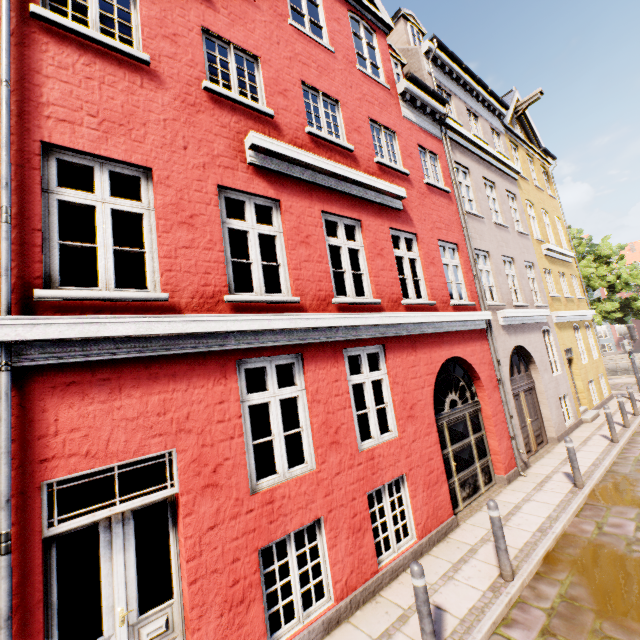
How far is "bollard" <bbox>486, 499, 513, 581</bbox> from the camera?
4.8m

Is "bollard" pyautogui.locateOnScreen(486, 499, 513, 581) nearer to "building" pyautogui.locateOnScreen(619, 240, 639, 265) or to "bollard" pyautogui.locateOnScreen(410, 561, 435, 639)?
"building" pyautogui.locateOnScreen(619, 240, 639, 265)

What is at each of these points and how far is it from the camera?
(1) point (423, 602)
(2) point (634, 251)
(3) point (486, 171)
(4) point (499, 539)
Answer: (1) bollard, 3.66m
(2) building, 41.88m
(3) building, 11.88m
(4) bollard, 4.89m

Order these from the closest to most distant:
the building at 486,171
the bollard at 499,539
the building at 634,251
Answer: the building at 486,171 → the bollard at 499,539 → the building at 634,251

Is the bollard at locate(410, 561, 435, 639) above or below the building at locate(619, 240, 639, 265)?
below

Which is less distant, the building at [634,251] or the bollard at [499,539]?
the bollard at [499,539]

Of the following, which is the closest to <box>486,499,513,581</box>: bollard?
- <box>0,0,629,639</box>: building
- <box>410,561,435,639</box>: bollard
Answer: <box>0,0,629,639</box>: building

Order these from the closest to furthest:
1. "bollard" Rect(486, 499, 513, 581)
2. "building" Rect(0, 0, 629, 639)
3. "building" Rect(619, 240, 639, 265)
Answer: "building" Rect(0, 0, 629, 639) < "bollard" Rect(486, 499, 513, 581) < "building" Rect(619, 240, 639, 265)
